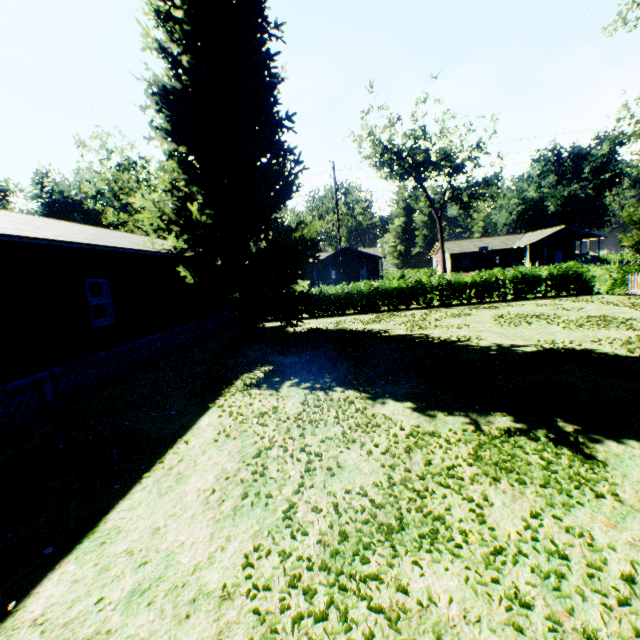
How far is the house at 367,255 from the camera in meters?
47.1

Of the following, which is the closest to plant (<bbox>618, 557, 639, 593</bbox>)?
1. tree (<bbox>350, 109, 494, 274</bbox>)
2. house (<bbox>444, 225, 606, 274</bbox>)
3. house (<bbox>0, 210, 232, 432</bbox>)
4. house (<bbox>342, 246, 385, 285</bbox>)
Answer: house (<bbox>0, 210, 232, 432</bbox>)

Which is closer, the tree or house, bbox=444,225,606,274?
the tree

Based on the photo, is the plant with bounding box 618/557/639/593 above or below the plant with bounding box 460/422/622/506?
above

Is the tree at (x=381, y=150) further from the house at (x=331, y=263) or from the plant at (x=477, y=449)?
the plant at (x=477, y=449)

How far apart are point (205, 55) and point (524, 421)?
17.0 meters

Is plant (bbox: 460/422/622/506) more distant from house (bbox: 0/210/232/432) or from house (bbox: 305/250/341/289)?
house (bbox: 305/250/341/289)
